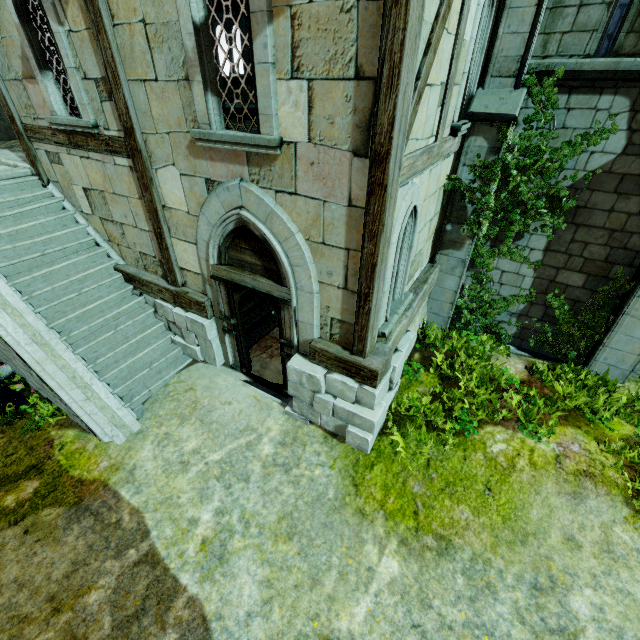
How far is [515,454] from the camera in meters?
5.6 m

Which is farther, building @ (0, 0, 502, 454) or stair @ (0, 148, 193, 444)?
stair @ (0, 148, 193, 444)

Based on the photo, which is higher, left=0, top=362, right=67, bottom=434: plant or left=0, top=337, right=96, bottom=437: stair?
left=0, top=337, right=96, bottom=437: stair

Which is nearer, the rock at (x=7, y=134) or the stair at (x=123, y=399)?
the stair at (x=123, y=399)

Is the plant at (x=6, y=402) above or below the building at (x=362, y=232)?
below

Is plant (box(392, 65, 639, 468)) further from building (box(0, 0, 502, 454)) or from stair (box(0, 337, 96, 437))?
stair (box(0, 337, 96, 437))

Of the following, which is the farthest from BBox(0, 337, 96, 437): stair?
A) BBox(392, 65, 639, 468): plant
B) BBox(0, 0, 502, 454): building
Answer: BBox(392, 65, 639, 468): plant
